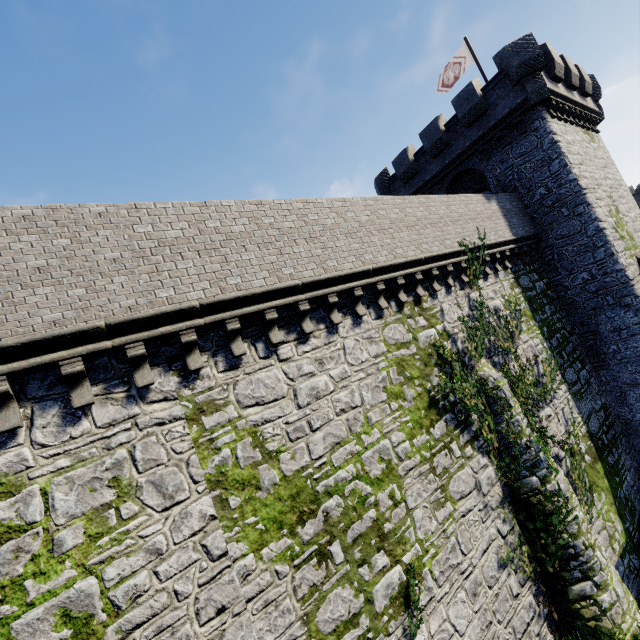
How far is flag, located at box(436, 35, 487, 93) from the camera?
19.5m

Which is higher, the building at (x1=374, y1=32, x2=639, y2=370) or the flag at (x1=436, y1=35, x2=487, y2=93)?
the flag at (x1=436, y1=35, x2=487, y2=93)

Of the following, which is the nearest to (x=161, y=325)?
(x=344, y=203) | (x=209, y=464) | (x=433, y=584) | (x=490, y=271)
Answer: (x=209, y=464)

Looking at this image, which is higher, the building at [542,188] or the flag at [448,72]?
the flag at [448,72]

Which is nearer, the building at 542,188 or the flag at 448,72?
the building at 542,188

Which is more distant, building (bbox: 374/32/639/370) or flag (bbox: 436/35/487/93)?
flag (bbox: 436/35/487/93)
